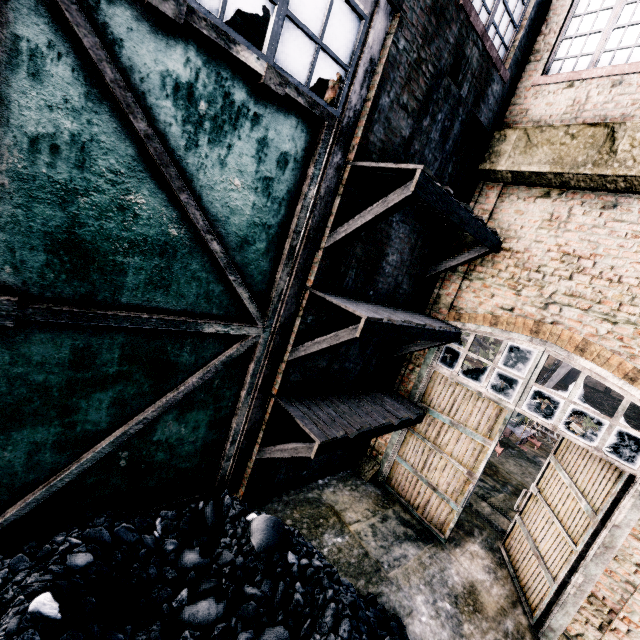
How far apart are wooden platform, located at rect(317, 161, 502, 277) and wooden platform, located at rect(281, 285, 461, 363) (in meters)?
0.61

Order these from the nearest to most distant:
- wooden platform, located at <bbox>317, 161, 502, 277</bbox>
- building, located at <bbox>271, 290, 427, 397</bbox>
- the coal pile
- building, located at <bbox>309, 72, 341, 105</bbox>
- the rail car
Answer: the coal pile, wooden platform, located at <bbox>317, 161, 502, 277</bbox>, building, located at <bbox>309, 72, 341, 105</bbox>, building, located at <bbox>271, 290, 427, 397</bbox>, the rail car

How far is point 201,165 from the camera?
4.0 meters

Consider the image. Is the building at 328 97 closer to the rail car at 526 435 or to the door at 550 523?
the door at 550 523

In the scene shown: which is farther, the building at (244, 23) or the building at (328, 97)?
the building at (328, 97)

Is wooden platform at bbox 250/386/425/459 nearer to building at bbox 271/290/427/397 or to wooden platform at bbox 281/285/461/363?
building at bbox 271/290/427/397

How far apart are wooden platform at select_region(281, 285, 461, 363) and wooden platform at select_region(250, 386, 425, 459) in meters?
0.6 m

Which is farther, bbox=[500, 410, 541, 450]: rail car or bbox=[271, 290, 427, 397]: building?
bbox=[500, 410, 541, 450]: rail car
